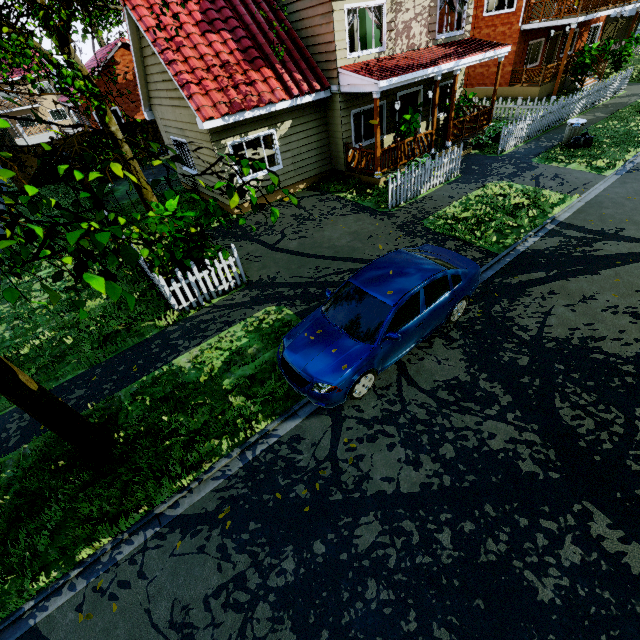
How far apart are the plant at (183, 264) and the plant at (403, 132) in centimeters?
873cm

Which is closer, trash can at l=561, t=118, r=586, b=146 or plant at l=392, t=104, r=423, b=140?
plant at l=392, t=104, r=423, b=140

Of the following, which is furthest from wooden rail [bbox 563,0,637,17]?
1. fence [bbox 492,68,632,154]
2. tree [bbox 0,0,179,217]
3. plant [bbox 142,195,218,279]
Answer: plant [bbox 142,195,218,279]

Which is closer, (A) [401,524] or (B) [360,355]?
(A) [401,524]

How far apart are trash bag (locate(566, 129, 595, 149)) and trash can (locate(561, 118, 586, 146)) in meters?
0.0 m

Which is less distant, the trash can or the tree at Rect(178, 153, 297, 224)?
the tree at Rect(178, 153, 297, 224)

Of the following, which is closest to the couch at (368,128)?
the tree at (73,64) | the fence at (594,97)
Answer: the fence at (594,97)

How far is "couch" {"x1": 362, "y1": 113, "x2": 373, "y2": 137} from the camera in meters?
16.1 m
